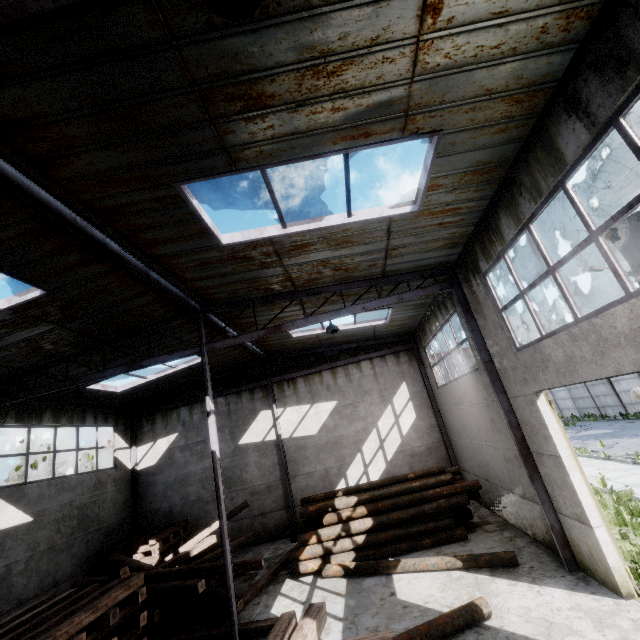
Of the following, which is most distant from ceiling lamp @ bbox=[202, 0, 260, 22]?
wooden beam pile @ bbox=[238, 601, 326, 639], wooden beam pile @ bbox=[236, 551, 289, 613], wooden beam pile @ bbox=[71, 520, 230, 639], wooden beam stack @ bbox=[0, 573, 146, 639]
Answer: wooden beam pile @ bbox=[236, 551, 289, 613]

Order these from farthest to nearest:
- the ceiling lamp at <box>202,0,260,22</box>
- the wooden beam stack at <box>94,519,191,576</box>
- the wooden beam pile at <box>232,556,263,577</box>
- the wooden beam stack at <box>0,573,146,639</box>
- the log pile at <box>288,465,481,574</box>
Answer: the wooden beam stack at <box>94,519,191,576</box> → the log pile at <box>288,465,481,574</box> → the wooden beam pile at <box>232,556,263,577</box> → the wooden beam stack at <box>0,573,146,639</box> → the ceiling lamp at <box>202,0,260,22</box>

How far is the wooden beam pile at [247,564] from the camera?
9.26m

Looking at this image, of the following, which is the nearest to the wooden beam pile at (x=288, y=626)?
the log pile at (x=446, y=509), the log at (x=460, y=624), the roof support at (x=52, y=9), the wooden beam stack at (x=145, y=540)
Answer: the log at (x=460, y=624)

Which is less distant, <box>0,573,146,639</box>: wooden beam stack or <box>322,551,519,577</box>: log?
<box>0,573,146,639</box>: wooden beam stack

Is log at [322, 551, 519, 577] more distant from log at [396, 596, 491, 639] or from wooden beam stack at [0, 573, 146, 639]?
wooden beam stack at [0, 573, 146, 639]

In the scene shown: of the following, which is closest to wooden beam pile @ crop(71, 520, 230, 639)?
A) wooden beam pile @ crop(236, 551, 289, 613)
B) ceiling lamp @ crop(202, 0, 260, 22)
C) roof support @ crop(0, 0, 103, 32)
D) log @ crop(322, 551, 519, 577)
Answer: wooden beam pile @ crop(236, 551, 289, 613)

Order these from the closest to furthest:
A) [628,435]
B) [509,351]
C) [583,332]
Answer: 1. [583,332]
2. [509,351]
3. [628,435]
